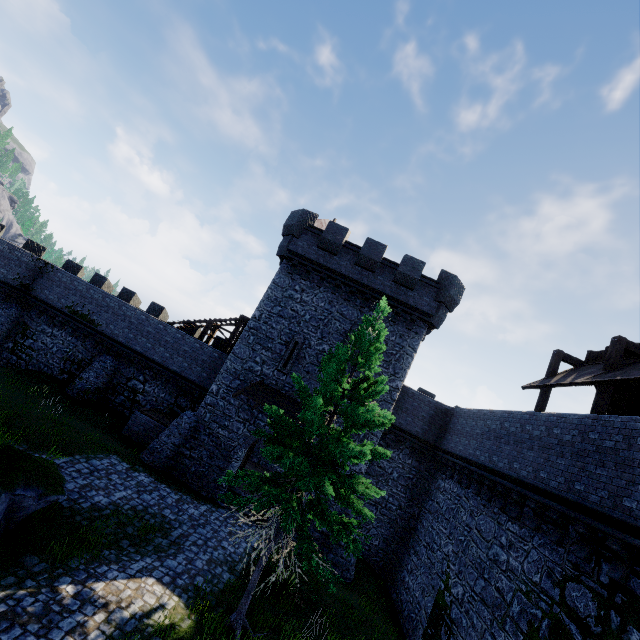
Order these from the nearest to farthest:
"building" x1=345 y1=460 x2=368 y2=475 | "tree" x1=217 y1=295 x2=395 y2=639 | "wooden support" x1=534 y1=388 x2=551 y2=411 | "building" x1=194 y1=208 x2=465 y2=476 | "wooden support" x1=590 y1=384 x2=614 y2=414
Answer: "tree" x1=217 y1=295 x2=395 y2=639, "wooden support" x1=590 y1=384 x2=614 y2=414, "wooden support" x1=534 y1=388 x2=551 y2=411, "building" x1=345 y1=460 x2=368 y2=475, "building" x1=194 y1=208 x2=465 y2=476

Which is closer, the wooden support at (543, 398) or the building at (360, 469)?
the wooden support at (543, 398)

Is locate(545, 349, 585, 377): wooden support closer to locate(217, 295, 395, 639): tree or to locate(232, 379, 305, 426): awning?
locate(217, 295, 395, 639): tree

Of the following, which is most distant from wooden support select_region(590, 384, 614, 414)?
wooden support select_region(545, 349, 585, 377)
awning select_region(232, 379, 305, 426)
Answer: awning select_region(232, 379, 305, 426)

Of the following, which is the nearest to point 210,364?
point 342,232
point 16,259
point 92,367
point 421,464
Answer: point 92,367

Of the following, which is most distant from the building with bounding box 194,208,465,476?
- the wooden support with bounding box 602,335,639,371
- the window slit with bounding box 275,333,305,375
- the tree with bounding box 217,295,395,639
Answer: the wooden support with bounding box 602,335,639,371

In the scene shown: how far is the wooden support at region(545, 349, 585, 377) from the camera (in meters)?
13.82
